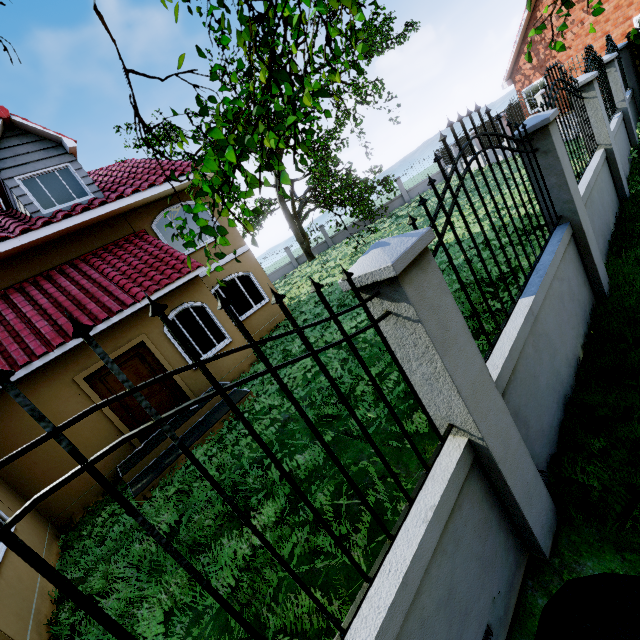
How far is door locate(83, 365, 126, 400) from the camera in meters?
7.5 m

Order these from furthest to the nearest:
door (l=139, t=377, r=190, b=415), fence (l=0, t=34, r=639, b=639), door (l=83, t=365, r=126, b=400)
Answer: door (l=139, t=377, r=190, b=415)
door (l=83, t=365, r=126, b=400)
fence (l=0, t=34, r=639, b=639)

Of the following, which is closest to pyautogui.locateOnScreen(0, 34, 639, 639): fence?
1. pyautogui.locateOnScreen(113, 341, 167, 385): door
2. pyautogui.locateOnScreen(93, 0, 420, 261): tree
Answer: pyautogui.locateOnScreen(93, 0, 420, 261): tree

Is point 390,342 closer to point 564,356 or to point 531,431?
point 531,431

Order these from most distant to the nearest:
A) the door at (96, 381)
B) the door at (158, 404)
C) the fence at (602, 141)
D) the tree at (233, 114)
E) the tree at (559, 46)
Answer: the door at (158, 404), the door at (96, 381), the tree at (559, 46), the tree at (233, 114), the fence at (602, 141)

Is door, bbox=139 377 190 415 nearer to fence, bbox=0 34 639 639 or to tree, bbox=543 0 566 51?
tree, bbox=543 0 566 51

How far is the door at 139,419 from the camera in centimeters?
777cm
